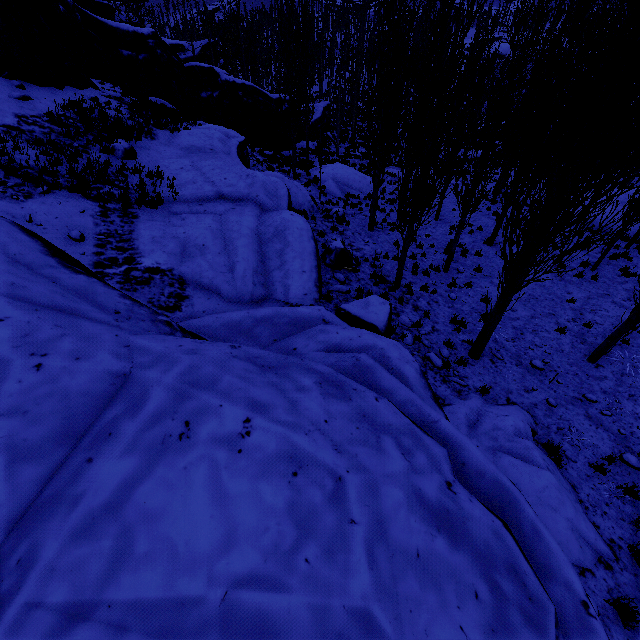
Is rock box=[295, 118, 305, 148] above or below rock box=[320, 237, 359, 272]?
below

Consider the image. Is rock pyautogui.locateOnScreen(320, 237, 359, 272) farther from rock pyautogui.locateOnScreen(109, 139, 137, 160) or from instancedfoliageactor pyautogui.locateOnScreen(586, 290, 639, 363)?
rock pyautogui.locateOnScreen(109, 139, 137, 160)

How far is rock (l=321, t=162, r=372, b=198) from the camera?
21.6m

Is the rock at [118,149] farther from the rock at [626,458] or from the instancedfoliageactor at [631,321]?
the rock at [626,458]

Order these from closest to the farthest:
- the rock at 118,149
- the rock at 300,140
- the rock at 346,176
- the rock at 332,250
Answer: the rock at 118,149
the rock at 332,250
the rock at 346,176
the rock at 300,140

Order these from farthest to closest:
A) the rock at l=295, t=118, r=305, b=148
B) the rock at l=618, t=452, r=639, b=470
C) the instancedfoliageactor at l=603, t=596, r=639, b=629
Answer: the rock at l=295, t=118, r=305, b=148, the rock at l=618, t=452, r=639, b=470, the instancedfoliageactor at l=603, t=596, r=639, b=629

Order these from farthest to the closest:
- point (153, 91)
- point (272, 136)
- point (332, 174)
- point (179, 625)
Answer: point (272, 136)
point (332, 174)
point (153, 91)
point (179, 625)

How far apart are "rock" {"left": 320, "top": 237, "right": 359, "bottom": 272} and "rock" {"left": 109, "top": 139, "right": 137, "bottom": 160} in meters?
7.4 m
